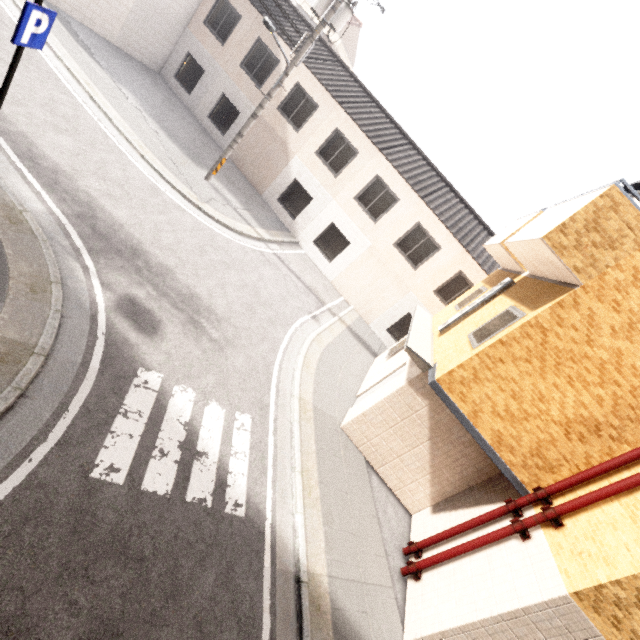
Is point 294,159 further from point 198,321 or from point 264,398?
point 264,398

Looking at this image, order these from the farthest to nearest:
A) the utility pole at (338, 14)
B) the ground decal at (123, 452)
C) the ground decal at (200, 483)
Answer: the utility pole at (338, 14) < the ground decal at (200, 483) < the ground decal at (123, 452)

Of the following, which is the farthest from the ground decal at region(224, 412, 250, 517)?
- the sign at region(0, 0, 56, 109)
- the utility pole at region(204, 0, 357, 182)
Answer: the utility pole at region(204, 0, 357, 182)

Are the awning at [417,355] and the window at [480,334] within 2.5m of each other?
yes

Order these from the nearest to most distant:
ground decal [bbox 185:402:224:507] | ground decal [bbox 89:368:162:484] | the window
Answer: ground decal [bbox 89:368:162:484]
ground decal [bbox 185:402:224:507]
the window

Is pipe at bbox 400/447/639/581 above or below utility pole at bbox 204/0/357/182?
below

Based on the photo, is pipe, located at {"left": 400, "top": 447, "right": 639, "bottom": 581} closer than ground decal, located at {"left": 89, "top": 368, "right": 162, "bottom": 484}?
No

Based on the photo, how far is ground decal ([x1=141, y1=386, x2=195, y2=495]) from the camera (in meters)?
4.54
